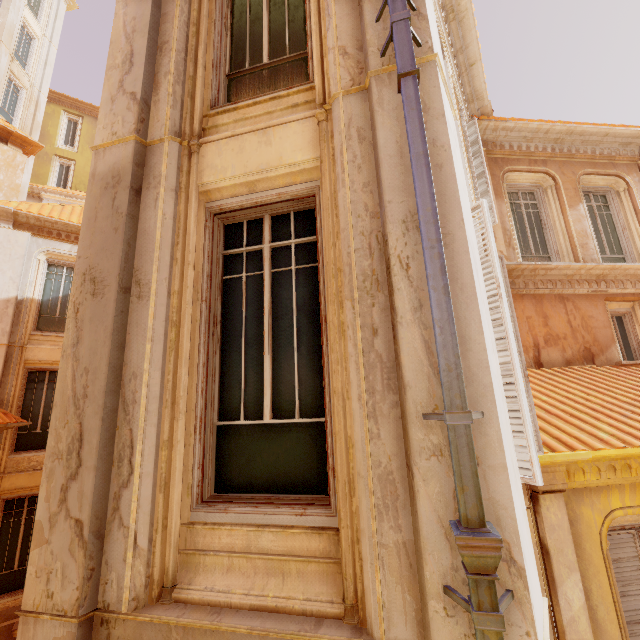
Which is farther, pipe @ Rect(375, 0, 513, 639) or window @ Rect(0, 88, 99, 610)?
window @ Rect(0, 88, 99, 610)

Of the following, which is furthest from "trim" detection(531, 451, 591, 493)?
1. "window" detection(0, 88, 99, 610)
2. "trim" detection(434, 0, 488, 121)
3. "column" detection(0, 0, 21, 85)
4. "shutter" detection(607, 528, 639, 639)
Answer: "column" detection(0, 0, 21, 85)

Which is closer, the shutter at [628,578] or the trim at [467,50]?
the shutter at [628,578]

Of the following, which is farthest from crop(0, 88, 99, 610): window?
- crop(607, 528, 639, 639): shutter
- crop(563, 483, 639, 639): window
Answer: crop(607, 528, 639, 639): shutter

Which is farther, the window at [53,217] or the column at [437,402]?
the window at [53,217]

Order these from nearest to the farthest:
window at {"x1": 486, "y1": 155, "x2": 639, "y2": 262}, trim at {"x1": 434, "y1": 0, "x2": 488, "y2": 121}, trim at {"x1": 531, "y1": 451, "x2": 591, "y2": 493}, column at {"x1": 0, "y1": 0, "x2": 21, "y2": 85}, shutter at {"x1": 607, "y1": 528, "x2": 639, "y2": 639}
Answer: trim at {"x1": 531, "y1": 451, "x2": 591, "y2": 493}
shutter at {"x1": 607, "y1": 528, "x2": 639, "y2": 639}
trim at {"x1": 434, "y1": 0, "x2": 488, "y2": 121}
window at {"x1": 486, "y1": 155, "x2": 639, "y2": 262}
column at {"x1": 0, "y1": 0, "x2": 21, "y2": 85}

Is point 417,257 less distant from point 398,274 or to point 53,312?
point 398,274

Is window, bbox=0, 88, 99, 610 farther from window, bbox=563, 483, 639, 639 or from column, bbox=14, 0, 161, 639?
window, bbox=563, 483, 639, 639
